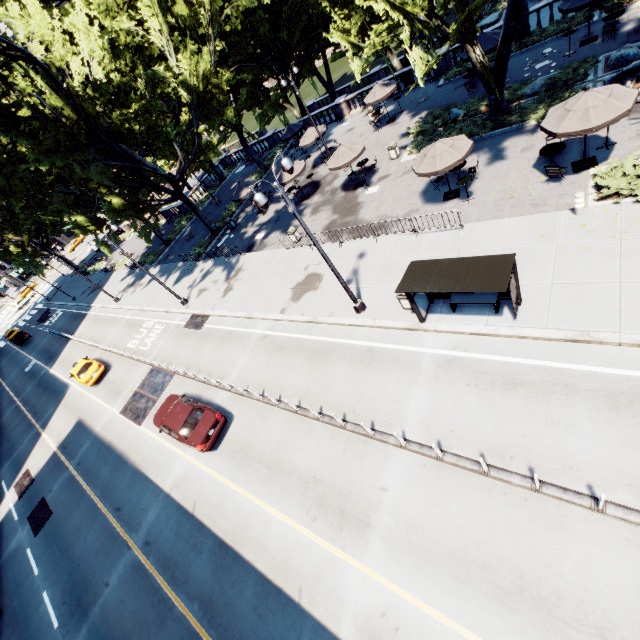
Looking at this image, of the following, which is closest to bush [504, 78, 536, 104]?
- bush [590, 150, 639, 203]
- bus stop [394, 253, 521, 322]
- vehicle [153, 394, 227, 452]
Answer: bush [590, 150, 639, 203]

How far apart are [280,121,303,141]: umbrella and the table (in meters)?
23.04

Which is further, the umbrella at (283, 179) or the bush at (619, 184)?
the umbrella at (283, 179)

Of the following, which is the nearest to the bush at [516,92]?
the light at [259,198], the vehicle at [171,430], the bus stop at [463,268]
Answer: the bus stop at [463,268]

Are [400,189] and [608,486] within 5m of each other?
no

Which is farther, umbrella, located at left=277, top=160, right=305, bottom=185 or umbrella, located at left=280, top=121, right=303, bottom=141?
umbrella, located at left=280, top=121, right=303, bottom=141

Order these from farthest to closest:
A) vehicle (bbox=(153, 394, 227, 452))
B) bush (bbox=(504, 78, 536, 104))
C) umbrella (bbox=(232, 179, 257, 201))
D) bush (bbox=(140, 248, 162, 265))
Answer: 1. bush (bbox=(140, 248, 162, 265))
2. umbrella (bbox=(232, 179, 257, 201))
3. bush (bbox=(504, 78, 536, 104))
4. vehicle (bbox=(153, 394, 227, 452))

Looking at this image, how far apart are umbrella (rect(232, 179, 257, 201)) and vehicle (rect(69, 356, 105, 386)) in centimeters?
1700cm
